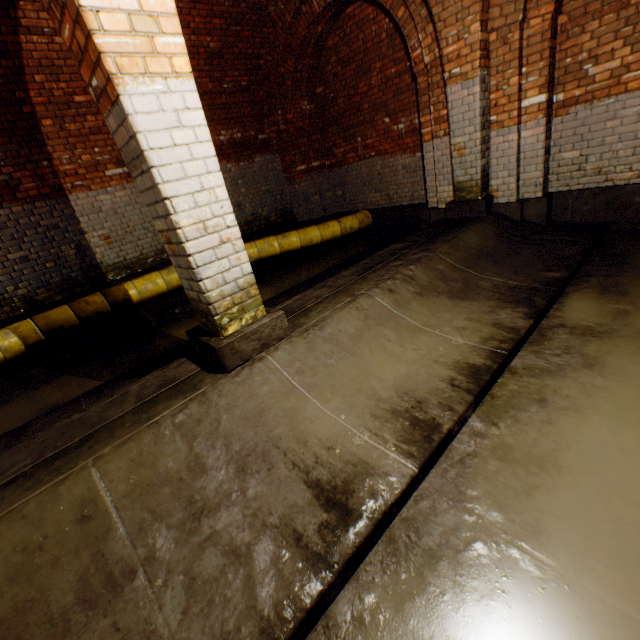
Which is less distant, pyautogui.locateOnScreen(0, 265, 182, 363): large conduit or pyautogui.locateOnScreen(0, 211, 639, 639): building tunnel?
pyautogui.locateOnScreen(0, 211, 639, 639): building tunnel

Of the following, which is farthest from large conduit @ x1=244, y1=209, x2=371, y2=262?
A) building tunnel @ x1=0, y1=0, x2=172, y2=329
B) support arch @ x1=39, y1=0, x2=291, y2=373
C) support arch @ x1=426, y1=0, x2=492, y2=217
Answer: support arch @ x1=39, y1=0, x2=291, y2=373

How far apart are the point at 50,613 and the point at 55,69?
6.7m

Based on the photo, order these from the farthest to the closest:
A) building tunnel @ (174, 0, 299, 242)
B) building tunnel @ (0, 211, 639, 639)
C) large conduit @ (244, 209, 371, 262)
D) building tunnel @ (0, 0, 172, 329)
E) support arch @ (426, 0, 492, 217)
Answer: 1. large conduit @ (244, 209, 371, 262)
2. building tunnel @ (174, 0, 299, 242)
3. building tunnel @ (0, 0, 172, 329)
4. support arch @ (426, 0, 492, 217)
5. building tunnel @ (0, 211, 639, 639)

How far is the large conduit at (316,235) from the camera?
6.6m

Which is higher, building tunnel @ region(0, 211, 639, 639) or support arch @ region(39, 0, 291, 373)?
support arch @ region(39, 0, 291, 373)

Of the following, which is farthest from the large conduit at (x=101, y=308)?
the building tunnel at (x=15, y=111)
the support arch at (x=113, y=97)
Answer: the support arch at (x=113, y=97)

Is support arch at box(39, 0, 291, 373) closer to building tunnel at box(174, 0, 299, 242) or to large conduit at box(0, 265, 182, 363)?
building tunnel at box(174, 0, 299, 242)
